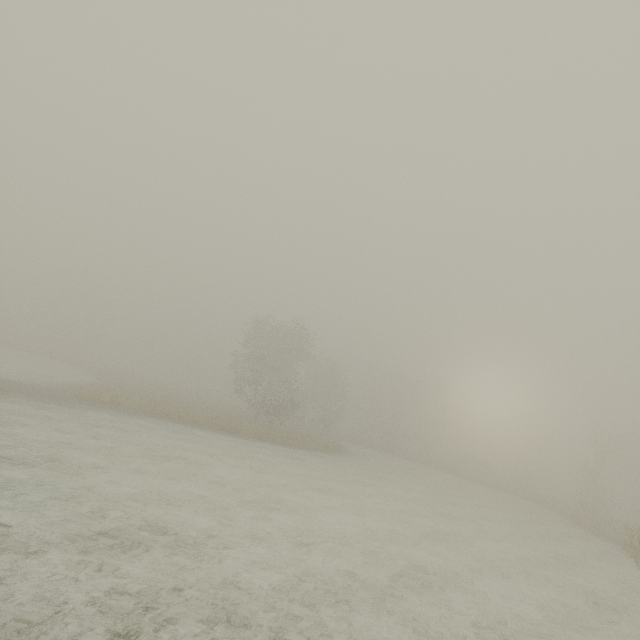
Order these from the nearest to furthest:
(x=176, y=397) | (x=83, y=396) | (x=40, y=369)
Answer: (x=83, y=396), (x=40, y=369), (x=176, y=397)
